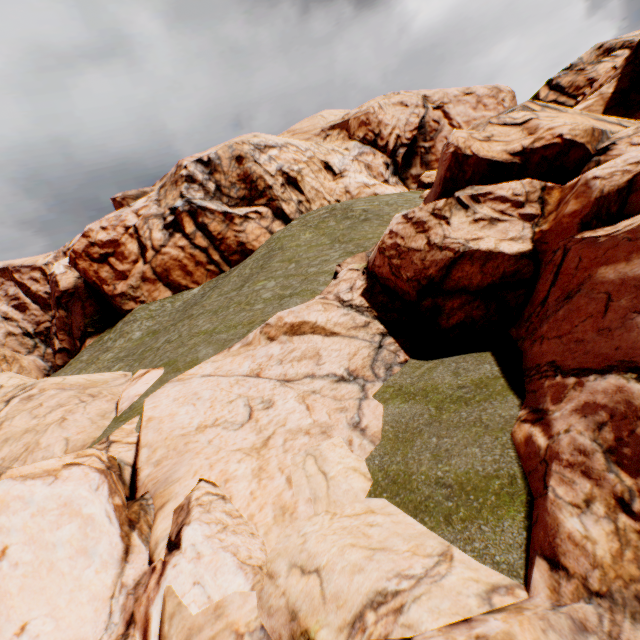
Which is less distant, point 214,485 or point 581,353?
point 581,353
